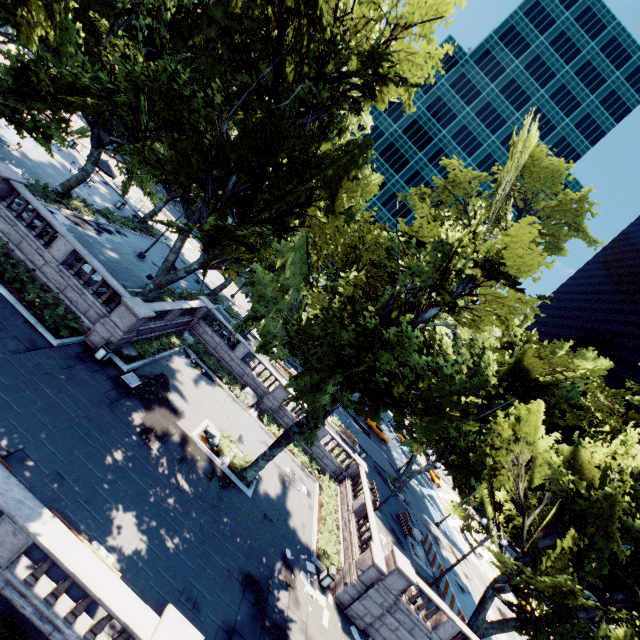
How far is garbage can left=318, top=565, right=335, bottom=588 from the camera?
17.4m

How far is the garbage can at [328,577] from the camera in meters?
17.4 m

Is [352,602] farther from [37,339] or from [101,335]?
[37,339]

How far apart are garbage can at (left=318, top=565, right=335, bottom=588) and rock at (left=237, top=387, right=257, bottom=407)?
12.3 meters

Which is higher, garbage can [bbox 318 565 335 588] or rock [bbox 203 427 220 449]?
rock [bbox 203 427 220 449]

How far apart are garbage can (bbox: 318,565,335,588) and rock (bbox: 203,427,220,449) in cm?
895

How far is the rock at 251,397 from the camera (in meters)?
26.06

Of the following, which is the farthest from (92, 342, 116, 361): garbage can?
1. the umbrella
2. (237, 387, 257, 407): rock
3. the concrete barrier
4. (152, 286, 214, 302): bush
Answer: the concrete barrier
